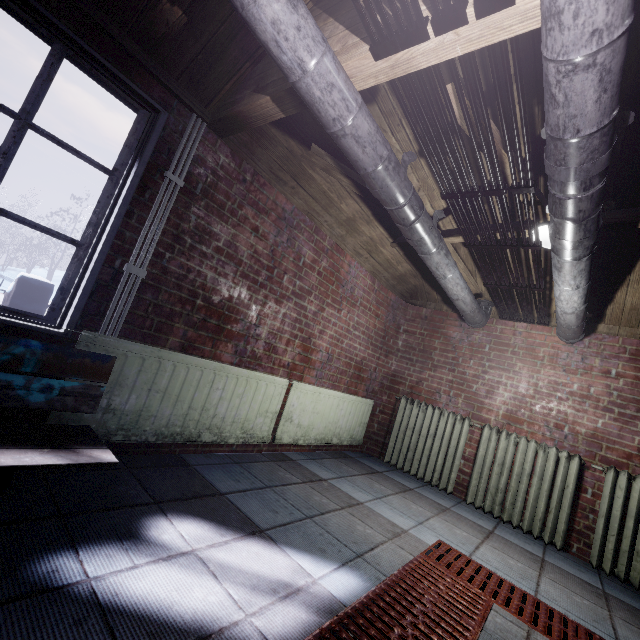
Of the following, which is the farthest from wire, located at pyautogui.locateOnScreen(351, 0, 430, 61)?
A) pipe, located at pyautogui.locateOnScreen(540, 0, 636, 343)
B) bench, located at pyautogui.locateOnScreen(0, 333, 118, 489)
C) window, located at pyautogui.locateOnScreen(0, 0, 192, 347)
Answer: bench, located at pyautogui.locateOnScreen(0, 333, 118, 489)

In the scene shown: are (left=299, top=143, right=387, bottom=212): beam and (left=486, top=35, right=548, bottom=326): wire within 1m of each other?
yes

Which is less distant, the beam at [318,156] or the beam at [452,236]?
the beam at [318,156]

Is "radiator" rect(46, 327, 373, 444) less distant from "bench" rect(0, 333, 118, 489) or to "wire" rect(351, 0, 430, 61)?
"bench" rect(0, 333, 118, 489)

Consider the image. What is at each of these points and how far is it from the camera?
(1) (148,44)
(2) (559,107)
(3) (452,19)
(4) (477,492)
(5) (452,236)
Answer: (1) beam, 1.6m
(2) pipe, 1.0m
(3) wire, 1.0m
(4) radiator, 3.2m
(5) beam, 2.9m

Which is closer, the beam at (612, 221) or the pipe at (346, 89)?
the pipe at (346, 89)

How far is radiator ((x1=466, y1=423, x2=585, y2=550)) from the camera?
2.8 meters

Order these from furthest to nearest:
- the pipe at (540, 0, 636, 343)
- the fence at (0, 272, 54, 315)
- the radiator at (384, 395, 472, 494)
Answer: the fence at (0, 272, 54, 315) < the radiator at (384, 395, 472, 494) < the pipe at (540, 0, 636, 343)
